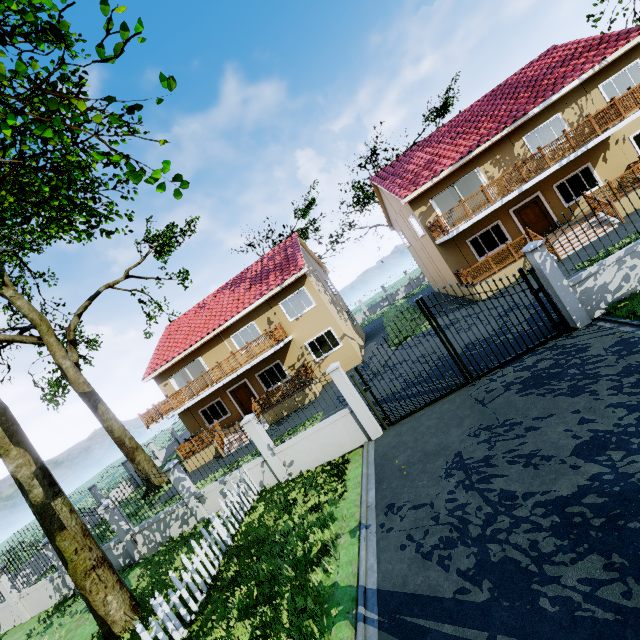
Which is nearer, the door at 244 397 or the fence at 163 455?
the door at 244 397

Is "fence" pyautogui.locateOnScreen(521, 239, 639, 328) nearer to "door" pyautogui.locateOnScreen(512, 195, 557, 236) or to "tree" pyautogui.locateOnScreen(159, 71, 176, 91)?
"tree" pyautogui.locateOnScreen(159, 71, 176, 91)

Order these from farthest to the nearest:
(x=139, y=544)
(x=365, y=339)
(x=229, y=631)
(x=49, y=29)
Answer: (x=365, y=339) < (x=139, y=544) < (x=229, y=631) < (x=49, y=29)

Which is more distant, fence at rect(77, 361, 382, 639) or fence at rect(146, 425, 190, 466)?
fence at rect(146, 425, 190, 466)

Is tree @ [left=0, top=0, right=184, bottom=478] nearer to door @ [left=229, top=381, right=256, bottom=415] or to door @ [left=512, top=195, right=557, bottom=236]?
door @ [left=229, top=381, right=256, bottom=415]

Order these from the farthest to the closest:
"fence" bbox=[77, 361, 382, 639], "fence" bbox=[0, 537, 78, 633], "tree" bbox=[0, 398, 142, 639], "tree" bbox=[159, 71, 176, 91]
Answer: "fence" bbox=[0, 537, 78, 633] → "tree" bbox=[0, 398, 142, 639] → "fence" bbox=[77, 361, 382, 639] → "tree" bbox=[159, 71, 176, 91]

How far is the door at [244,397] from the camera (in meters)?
21.28
